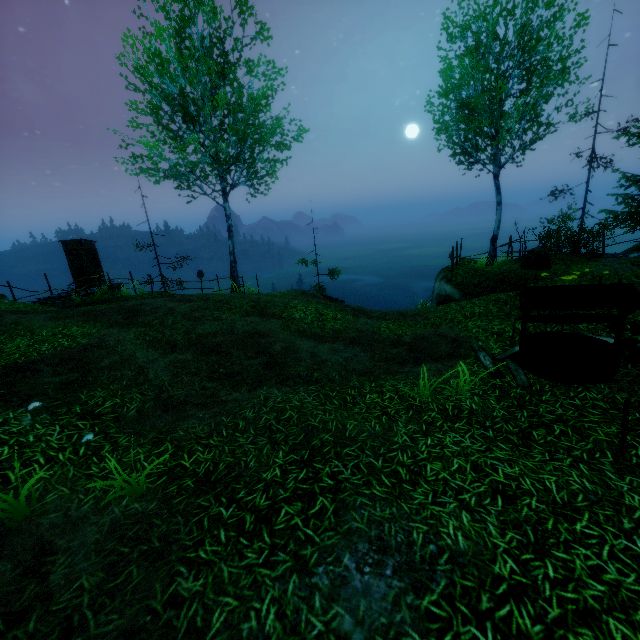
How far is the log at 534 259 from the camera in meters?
12.7 m

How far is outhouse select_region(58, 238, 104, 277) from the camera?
17.7m

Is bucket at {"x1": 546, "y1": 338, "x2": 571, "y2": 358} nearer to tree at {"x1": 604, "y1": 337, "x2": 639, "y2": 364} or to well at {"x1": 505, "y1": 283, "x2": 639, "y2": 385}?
well at {"x1": 505, "y1": 283, "x2": 639, "y2": 385}

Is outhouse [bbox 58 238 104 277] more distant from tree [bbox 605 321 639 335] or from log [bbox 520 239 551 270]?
log [bbox 520 239 551 270]

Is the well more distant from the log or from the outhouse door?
the outhouse door

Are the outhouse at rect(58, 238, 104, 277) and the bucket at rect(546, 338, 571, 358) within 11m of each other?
no

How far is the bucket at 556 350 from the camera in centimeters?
623cm

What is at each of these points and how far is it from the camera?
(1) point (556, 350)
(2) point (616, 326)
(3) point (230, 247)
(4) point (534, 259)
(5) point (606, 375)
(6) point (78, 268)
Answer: (1) bucket, 6.6 meters
(2) tree, 2.4 meters
(3) tree, 16.2 meters
(4) log, 12.8 meters
(5) well, 5.7 meters
(6) outhouse door, 18.0 meters
